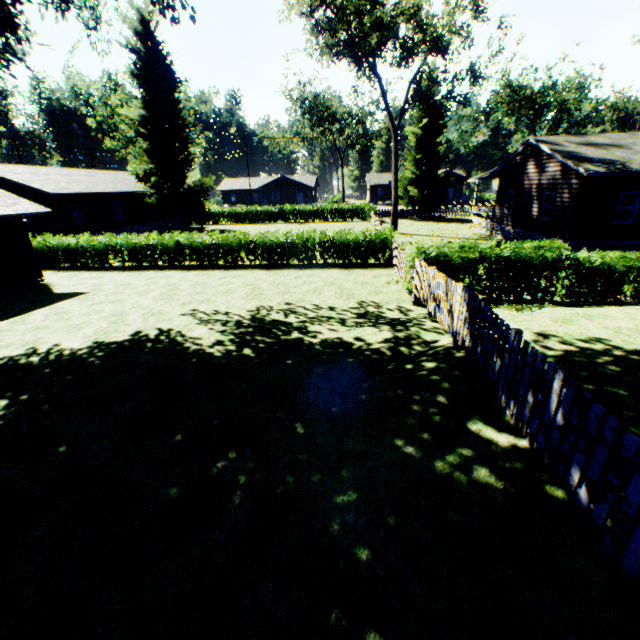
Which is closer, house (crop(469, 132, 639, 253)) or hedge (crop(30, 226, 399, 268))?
house (crop(469, 132, 639, 253))

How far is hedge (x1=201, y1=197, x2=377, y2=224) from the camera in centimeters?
4156cm

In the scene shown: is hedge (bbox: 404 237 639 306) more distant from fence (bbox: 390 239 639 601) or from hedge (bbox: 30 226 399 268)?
hedge (bbox: 30 226 399 268)

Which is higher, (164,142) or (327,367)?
(164,142)

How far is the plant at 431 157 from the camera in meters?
36.7 m

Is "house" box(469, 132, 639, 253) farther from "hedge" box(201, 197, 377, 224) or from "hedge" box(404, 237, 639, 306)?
"hedge" box(201, 197, 377, 224)

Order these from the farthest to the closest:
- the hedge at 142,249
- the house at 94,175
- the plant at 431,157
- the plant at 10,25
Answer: the plant at 431,157 → the hedge at 142,249 → the house at 94,175 → the plant at 10,25

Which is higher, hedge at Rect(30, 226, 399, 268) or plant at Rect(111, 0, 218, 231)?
plant at Rect(111, 0, 218, 231)
